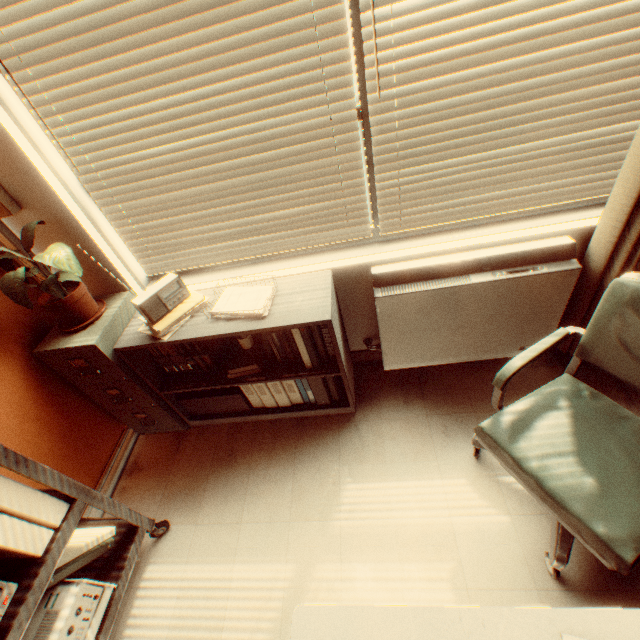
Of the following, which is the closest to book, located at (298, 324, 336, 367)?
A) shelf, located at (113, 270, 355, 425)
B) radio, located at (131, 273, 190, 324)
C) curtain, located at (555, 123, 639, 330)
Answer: shelf, located at (113, 270, 355, 425)

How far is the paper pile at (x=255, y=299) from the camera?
2.0m

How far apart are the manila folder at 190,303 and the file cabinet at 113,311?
0.2 meters

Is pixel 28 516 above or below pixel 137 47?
below

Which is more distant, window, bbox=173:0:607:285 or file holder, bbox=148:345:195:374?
file holder, bbox=148:345:195:374

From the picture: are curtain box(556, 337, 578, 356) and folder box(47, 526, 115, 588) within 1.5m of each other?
no

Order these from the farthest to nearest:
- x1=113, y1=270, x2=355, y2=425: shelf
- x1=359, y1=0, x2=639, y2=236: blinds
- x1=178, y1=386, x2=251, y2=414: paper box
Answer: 1. x1=178, y1=386, x2=251, y2=414: paper box
2. x1=113, y1=270, x2=355, y2=425: shelf
3. x1=359, y1=0, x2=639, y2=236: blinds

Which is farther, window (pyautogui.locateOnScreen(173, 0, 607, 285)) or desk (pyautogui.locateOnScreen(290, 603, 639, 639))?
window (pyautogui.locateOnScreen(173, 0, 607, 285))
